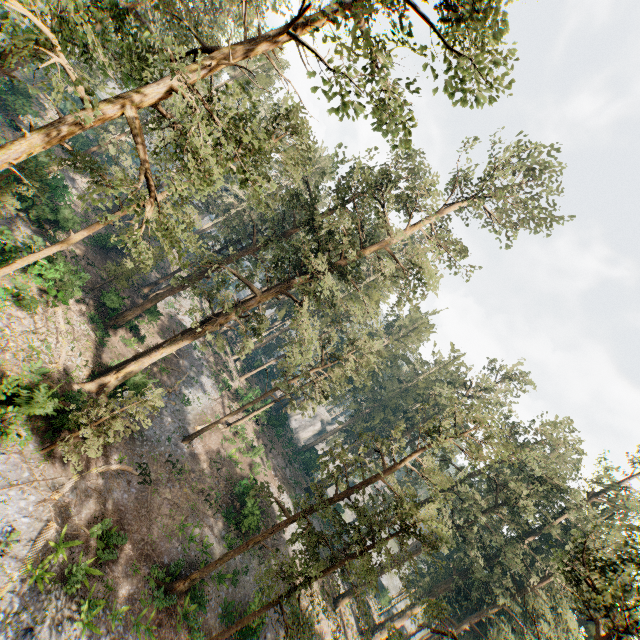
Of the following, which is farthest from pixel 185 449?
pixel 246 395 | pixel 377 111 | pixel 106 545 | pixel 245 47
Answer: pixel 377 111
